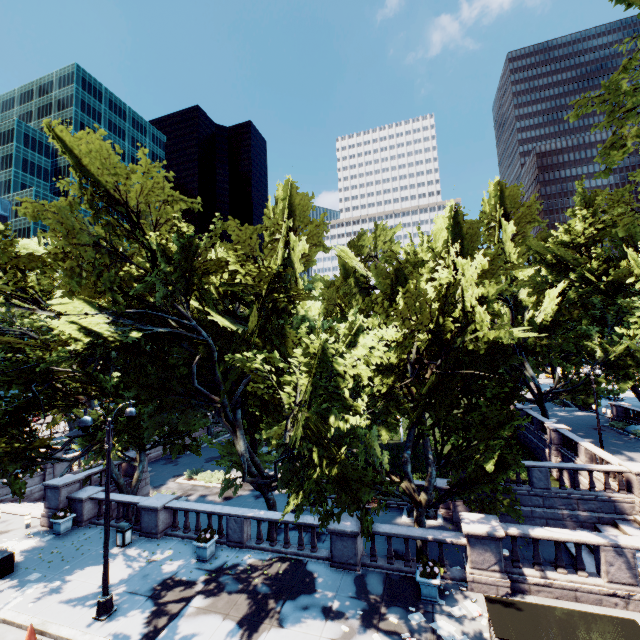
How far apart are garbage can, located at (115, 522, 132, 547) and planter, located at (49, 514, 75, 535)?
3.78m

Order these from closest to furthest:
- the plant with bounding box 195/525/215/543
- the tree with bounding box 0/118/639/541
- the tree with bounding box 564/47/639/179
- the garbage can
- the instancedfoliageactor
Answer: the instancedfoliageactor, the tree with bounding box 0/118/639/541, the tree with bounding box 564/47/639/179, the plant with bounding box 195/525/215/543, the garbage can

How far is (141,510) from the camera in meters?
17.1

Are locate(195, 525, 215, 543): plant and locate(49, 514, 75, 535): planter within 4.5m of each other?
no

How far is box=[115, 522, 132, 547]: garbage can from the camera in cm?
1598

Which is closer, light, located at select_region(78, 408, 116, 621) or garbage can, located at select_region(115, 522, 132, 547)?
light, located at select_region(78, 408, 116, 621)

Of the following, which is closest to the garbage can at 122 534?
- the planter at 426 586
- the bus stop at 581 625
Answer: the planter at 426 586

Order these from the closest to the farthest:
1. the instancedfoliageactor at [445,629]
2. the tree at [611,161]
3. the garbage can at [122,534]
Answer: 1. the instancedfoliageactor at [445,629]
2. the tree at [611,161]
3. the garbage can at [122,534]
